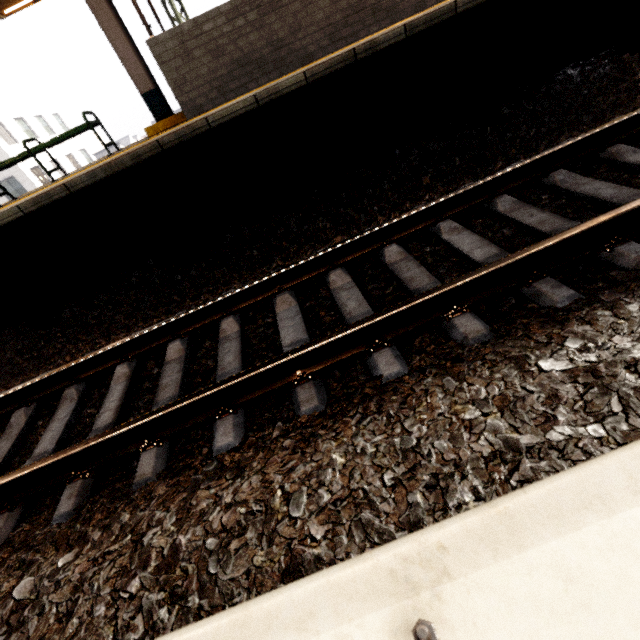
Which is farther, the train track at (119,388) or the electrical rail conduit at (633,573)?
the train track at (119,388)

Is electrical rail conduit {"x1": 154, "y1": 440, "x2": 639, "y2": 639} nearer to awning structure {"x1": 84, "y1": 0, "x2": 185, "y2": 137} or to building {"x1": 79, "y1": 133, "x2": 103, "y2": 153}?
awning structure {"x1": 84, "y1": 0, "x2": 185, "y2": 137}

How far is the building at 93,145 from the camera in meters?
42.5 m

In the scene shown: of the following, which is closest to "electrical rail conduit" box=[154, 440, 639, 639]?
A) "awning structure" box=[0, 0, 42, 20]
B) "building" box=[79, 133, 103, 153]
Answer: "awning structure" box=[0, 0, 42, 20]

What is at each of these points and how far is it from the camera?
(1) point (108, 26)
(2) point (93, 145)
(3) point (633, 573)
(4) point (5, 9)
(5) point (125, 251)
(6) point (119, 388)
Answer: (1) awning structure, 5.0m
(2) building, 44.2m
(3) electrical rail conduit, 0.5m
(4) awning structure, 6.4m
(5) platform underside, 4.2m
(6) train track, 2.6m

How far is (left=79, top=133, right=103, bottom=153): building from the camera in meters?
42.5 m

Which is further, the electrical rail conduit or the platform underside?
the platform underside

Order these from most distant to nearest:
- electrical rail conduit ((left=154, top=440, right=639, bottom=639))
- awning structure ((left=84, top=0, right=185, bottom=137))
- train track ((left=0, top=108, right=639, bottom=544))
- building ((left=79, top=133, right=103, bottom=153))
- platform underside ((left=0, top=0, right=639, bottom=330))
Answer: building ((left=79, top=133, right=103, bottom=153)) → awning structure ((left=84, top=0, right=185, bottom=137)) → platform underside ((left=0, top=0, right=639, bottom=330)) → train track ((left=0, top=108, right=639, bottom=544)) → electrical rail conduit ((left=154, top=440, right=639, bottom=639))
